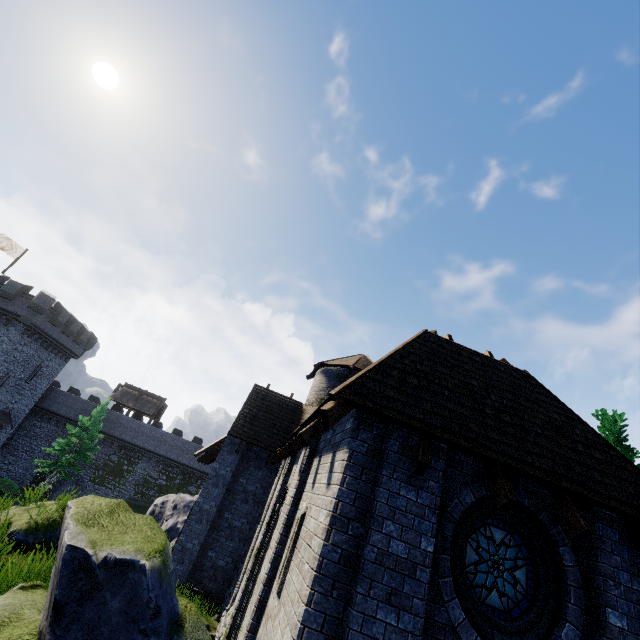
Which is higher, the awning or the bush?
the awning

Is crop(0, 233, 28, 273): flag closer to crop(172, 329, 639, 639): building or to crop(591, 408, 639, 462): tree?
crop(172, 329, 639, 639): building

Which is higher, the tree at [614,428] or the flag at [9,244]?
the flag at [9,244]

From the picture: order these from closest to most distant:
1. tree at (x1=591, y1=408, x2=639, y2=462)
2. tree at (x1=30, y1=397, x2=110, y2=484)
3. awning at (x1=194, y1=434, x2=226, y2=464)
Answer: tree at (x1=591, y1=408, x2=639, y2=462)
awning at (x1=194, y1=434, x2=226, y2=464)
tree at (x1=30, y1=397, x2=110, y2=484)

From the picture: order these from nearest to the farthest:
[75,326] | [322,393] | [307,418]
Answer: [307,418] < [322,393] < [75,326]

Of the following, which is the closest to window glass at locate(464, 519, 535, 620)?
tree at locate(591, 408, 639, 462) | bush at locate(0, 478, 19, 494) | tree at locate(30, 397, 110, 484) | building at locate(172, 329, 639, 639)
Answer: building at locate(172, 329, 639, 639)

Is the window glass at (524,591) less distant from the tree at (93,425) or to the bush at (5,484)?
the tree at (93,425)

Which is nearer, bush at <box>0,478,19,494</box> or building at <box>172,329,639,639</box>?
building at <box>172,329,639,639</box>
